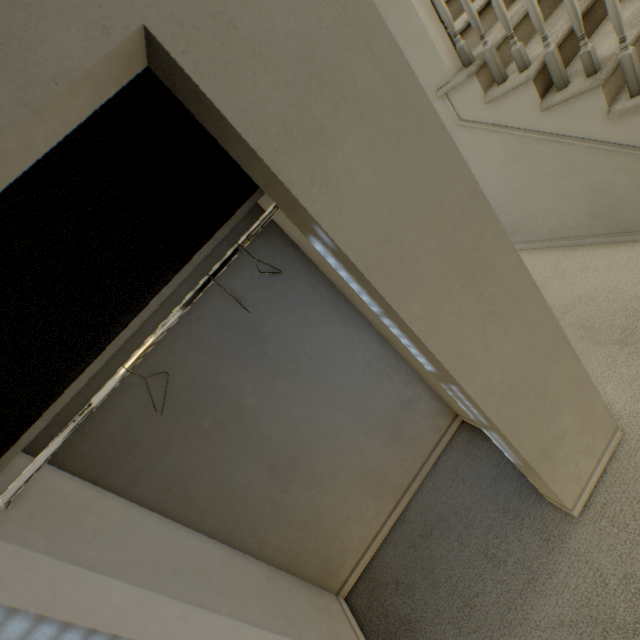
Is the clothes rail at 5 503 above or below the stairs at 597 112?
above

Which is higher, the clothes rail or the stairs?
the clothes rail

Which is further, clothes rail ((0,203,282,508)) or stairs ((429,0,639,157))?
stairs ((429,0,639,157))

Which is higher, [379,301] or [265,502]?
[379,301]

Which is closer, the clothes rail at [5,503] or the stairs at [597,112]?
the clothes rail at [5,503]
